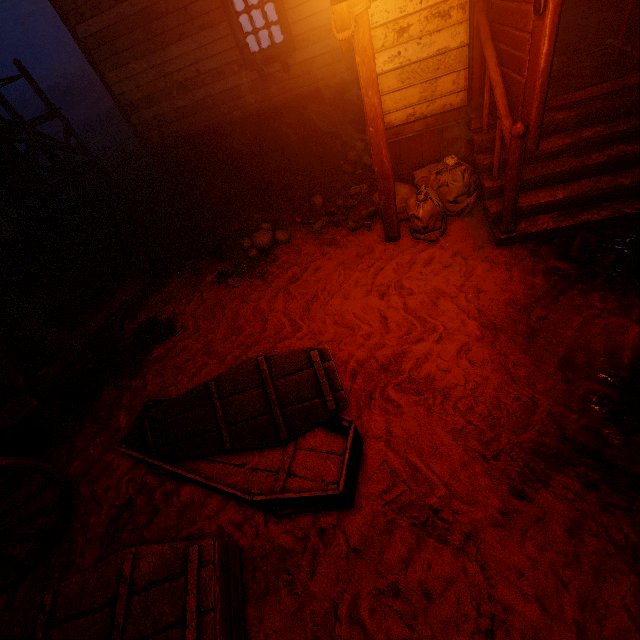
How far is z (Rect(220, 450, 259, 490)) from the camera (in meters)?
2.49

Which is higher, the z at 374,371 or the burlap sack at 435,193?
the burlap sack at 435,193

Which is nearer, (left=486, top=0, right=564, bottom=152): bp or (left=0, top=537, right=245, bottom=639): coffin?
(left=0, top=537, right=245, bottom=639): coffin

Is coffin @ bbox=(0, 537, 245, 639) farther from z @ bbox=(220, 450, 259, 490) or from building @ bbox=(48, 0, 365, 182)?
building @ bbox=(48, 0, 365, 182)

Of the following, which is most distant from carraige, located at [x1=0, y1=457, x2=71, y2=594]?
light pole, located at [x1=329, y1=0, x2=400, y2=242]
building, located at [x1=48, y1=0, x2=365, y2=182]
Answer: building, located at [x1=48, y1=0, x2=365, y2=182]

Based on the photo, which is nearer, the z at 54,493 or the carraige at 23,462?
the carraige at 23,462

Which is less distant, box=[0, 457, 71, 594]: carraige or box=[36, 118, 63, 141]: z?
box=[0, 457, 71, 594]: carraige

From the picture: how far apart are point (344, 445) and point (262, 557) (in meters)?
0.91
